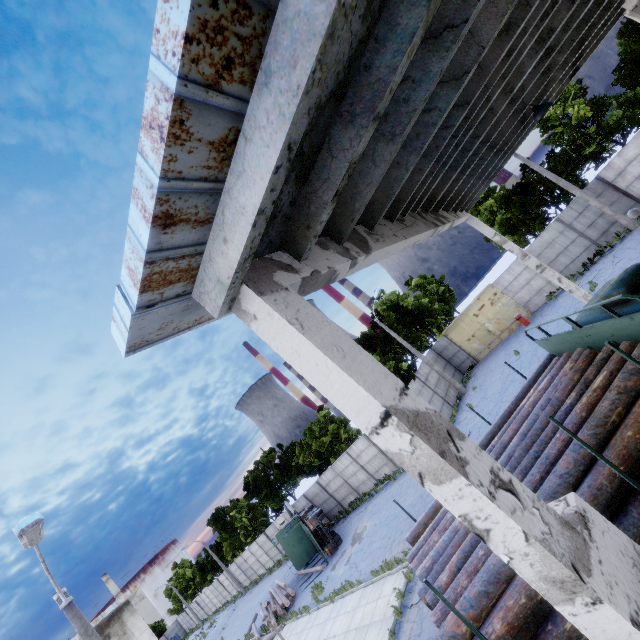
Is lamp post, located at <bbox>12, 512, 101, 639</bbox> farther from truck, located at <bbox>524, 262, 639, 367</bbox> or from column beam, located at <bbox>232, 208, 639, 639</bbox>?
column beam, located at <bbox>232, 208, 639, 639</bbox>

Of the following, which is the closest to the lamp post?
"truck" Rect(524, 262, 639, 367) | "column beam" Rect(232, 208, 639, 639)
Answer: "truck" Rect(524, 262, 639, 367)

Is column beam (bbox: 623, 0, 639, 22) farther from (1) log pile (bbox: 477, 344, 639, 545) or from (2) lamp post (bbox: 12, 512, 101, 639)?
(2) lamp post (bbox: 12, 512, 101, 639)

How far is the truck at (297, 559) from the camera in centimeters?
2328cm

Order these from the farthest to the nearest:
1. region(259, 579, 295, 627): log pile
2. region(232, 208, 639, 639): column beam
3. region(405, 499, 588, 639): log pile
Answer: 1. region(259, 579, 295, 627): log pile
2. region(405, 499, 588, 639): log pile
3. region(232, 208, 639, 639): column beam

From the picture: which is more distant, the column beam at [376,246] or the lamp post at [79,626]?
the lamp post at [79,626]

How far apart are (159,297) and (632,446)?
6.3 meters

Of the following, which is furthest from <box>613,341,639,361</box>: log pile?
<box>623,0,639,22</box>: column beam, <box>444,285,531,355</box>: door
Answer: <box>444,285,531,355</box>: door
